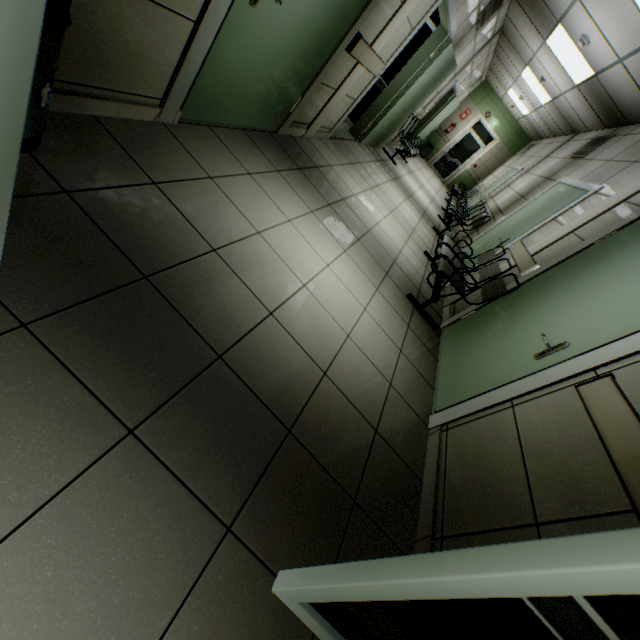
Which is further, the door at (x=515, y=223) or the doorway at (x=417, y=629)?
the door at (x=515, y=223)

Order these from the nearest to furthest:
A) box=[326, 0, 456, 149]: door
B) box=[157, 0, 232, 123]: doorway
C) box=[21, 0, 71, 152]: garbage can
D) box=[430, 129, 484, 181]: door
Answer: box=[21, 0, 71, 152]: garbage can < box=[157, 0, 232, 123]: doorway < box=[326, 0, 456, 149]: door < box=[430, 129, 484, 181]: door

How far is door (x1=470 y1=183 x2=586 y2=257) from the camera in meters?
4.5

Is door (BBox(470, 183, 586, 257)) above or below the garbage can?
above

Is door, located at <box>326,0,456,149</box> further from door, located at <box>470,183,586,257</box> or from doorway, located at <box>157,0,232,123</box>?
door, located at <box>470,183,586,257</box>

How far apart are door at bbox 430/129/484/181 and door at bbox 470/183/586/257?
9.8m

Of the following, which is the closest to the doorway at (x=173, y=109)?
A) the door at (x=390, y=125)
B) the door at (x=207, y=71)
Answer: the door at (x=207, y=71)

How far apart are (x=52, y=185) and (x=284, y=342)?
1.3 meters
